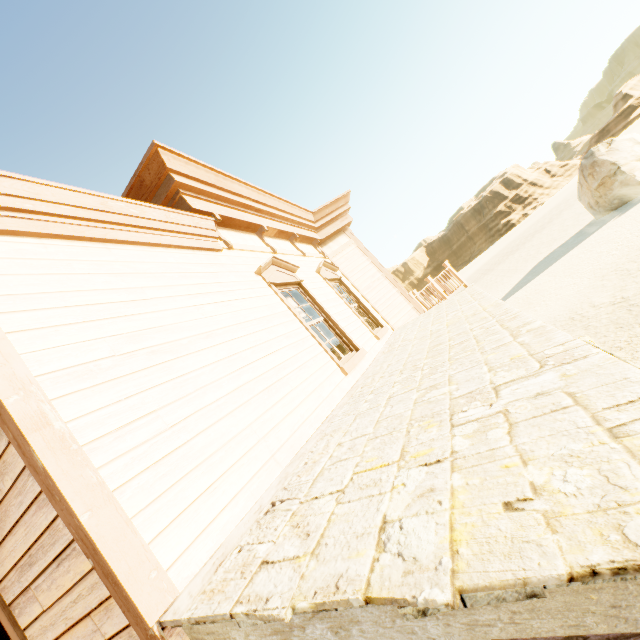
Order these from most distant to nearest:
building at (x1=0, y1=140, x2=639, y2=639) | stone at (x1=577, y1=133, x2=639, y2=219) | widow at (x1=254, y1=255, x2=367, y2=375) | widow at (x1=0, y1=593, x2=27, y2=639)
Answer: stone at (x1=577, y1=133, x2=639, y2=219) < widow at (x1=254, y1=255, x2=367, y2=375) < widow at (x1=0, y1=593, x2=27, y2=639) < building at (x1=0, y1=140, x2=639, y2=639)

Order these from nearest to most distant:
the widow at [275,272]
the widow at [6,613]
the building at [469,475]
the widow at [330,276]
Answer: the building at [469,475]
the widow at [6,613]
the widow at [275,272]
the widow at [330,276]

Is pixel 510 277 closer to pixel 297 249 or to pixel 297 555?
pixel 297 249

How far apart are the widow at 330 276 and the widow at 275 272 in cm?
112

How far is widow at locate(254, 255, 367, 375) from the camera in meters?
4.9 m

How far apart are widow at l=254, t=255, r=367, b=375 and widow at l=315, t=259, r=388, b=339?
1.12m

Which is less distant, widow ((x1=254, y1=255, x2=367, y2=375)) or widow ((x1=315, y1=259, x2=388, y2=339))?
widow ((x1=254, y1=255, x2=367, y2=375))

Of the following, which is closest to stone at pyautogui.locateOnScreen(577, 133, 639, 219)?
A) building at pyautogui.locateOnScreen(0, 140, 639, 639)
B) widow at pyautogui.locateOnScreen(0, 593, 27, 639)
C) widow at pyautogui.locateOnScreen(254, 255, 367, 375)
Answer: building at pyautogui.locateOnScreen(0, 140, 639, 639)
